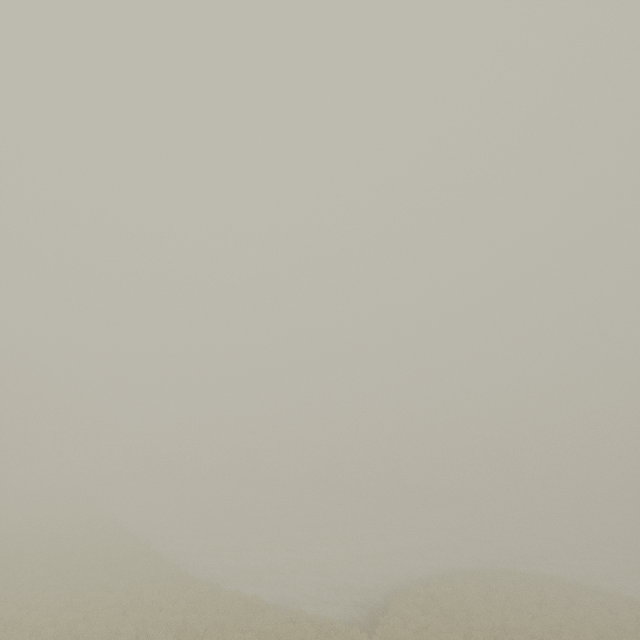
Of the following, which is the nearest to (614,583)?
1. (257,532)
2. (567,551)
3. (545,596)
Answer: (567,551)
